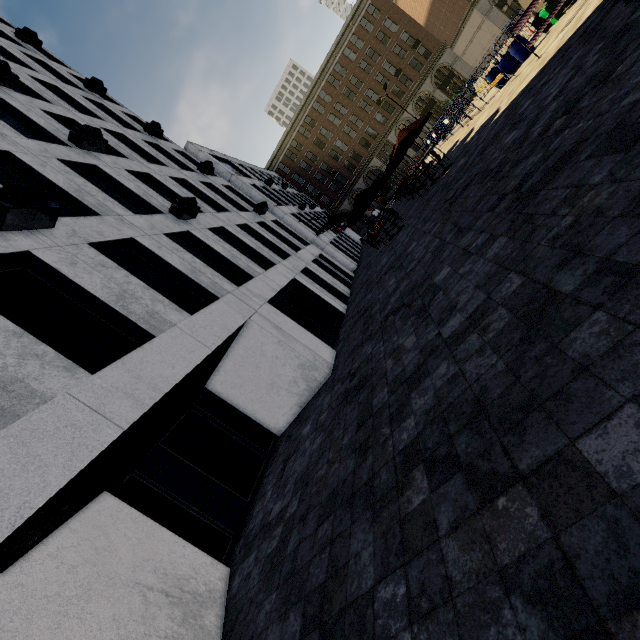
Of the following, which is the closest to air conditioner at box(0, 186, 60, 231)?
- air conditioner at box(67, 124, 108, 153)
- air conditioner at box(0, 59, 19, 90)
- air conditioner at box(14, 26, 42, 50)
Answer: air conditioner at box(67, 124, 108, 153)

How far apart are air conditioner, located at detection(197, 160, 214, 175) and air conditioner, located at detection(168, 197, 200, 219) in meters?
8.1

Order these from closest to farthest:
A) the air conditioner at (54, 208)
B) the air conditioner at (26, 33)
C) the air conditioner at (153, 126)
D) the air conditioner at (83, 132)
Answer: the air conditioner at (54, 208) < the air conditioner at (83, 132) < the air conditioner at (26, 33) < the air conditioner at (153, 126)

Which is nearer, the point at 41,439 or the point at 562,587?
the point at 562,587

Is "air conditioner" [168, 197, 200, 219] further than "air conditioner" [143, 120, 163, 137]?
No

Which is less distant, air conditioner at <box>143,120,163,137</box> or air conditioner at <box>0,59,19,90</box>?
air conditioner at <box>0,59,19,90</box>

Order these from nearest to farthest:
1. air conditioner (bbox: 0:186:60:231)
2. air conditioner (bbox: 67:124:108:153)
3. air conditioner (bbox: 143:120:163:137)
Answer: air conditioner (bbox: 0:186:60:231) < air conditioner (bbox: 67:124:108:153) < air conditioner (bbox: 143:120:163:137)

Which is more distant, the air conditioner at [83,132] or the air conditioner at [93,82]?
the air conditioner at [93,82]
